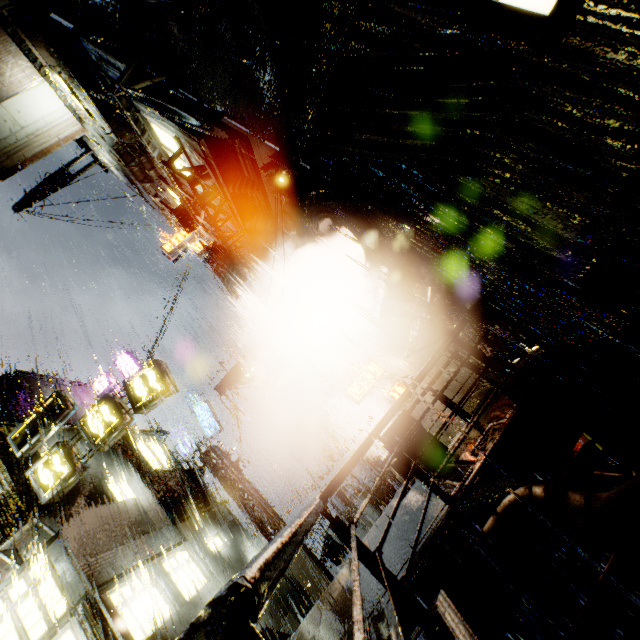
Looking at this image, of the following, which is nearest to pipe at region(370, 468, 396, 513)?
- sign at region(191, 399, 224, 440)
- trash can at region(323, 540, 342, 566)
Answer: trash can at region(323, 540, 342, 566)

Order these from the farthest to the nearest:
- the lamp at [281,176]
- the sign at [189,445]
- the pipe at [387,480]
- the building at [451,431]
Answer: the sign at [189,445] → the pipe at [387,480] → the building at [451,431] → the lamp at [281,176]

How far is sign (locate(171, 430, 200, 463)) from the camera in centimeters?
2038cm

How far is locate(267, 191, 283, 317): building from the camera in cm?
1045

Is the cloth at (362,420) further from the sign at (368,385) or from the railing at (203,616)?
the railing at (203,616)

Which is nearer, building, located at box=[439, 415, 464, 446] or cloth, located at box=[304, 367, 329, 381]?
building, located at box=[439, 415, 464, 446]

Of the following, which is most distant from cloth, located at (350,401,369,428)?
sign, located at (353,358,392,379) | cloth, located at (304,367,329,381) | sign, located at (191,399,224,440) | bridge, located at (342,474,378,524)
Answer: sign, located at (191,399,224,440)

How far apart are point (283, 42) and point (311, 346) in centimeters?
1298cm
